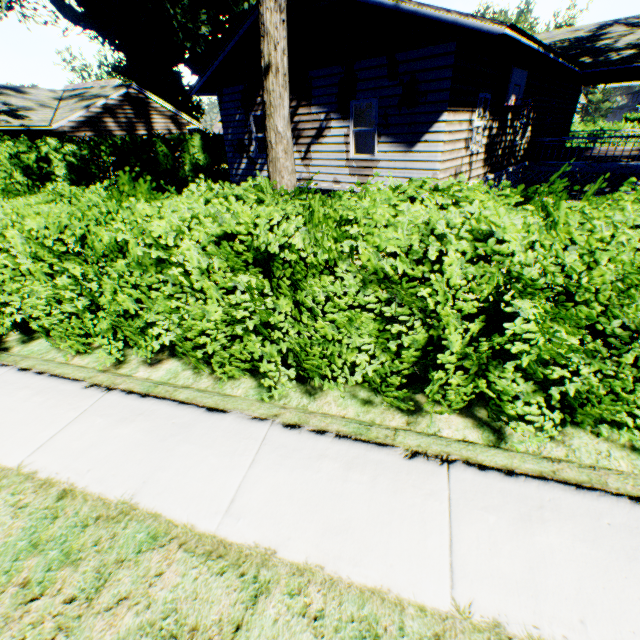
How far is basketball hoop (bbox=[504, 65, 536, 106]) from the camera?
10.0 meters

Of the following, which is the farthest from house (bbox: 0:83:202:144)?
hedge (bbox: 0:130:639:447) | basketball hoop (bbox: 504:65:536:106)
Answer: basketball hoop (bbox: 504:65:536:106)

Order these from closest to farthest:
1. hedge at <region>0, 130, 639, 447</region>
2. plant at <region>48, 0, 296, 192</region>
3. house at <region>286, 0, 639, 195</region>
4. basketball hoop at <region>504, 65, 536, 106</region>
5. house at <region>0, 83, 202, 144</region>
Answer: hedge at <region>0, 130, 639, 447</region>
plant at <region>48, 0, 296, 192</region>
house at <region>286, 0, 639, 195</region>
basketball hoop at <region>504, 65, 536, 106</region>
house at <region>0, 83, 202, 144</region>

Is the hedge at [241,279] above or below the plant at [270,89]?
below

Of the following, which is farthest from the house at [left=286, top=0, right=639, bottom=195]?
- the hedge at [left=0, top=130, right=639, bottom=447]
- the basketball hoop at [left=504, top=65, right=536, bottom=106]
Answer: the hedge at [left=0, top=130, right=639, bottom=447]

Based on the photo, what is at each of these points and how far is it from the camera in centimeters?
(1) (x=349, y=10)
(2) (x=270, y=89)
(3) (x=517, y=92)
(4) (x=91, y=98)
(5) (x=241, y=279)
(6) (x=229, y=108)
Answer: (1) house, 882cm
(2) plant, 735cm
(3) basketball hoop, 1066cm
(4) house, 1853cm
(5) hedge, 317cm
(6) house, 1345cm

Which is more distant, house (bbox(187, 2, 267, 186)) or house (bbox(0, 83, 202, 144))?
house (bbox(0, 83, 202, 144))

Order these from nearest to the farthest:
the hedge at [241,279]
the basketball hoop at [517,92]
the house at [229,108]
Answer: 1. the hedge at [241,279]
2. the basketball hoop at [517,92]
3. the house at [229,108]
